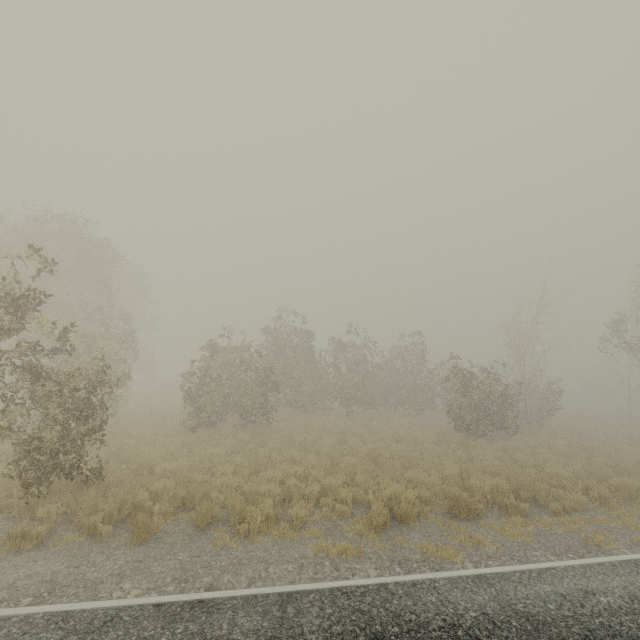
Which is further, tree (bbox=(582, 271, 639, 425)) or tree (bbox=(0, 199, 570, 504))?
tree (bbox=(582, 271, 639, 425))

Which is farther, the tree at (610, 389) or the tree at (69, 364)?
the tree at (610, 389)

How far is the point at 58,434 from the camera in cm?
769
